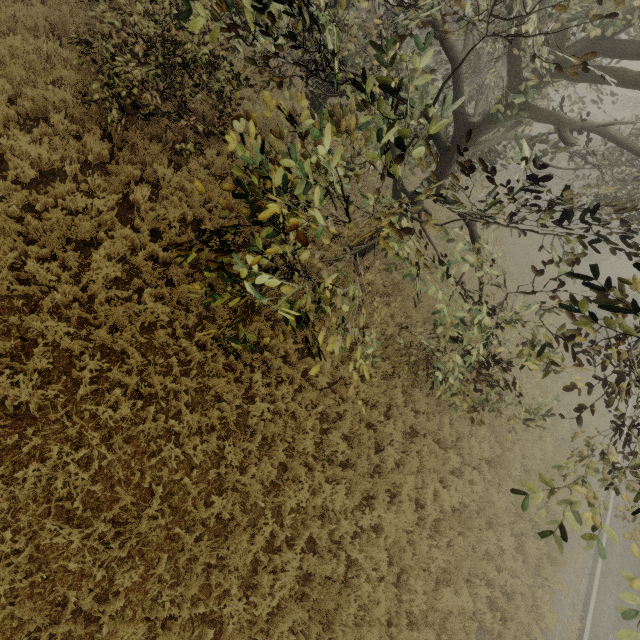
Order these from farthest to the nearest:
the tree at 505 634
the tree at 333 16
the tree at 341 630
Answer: the tree at 505 634 < the tree at 341 630 < the tree at 333 16

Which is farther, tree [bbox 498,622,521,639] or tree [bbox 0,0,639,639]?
tree [bbox 498,622,521,639]

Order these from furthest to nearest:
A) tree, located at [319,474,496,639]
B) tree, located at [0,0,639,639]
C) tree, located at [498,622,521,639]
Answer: tree, located at [498,622,521,639], tree, located at [319,474,496,639], tree, located at [0,0,639,639]

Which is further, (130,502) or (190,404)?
(190,404)

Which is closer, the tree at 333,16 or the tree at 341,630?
the tree at 333,16
